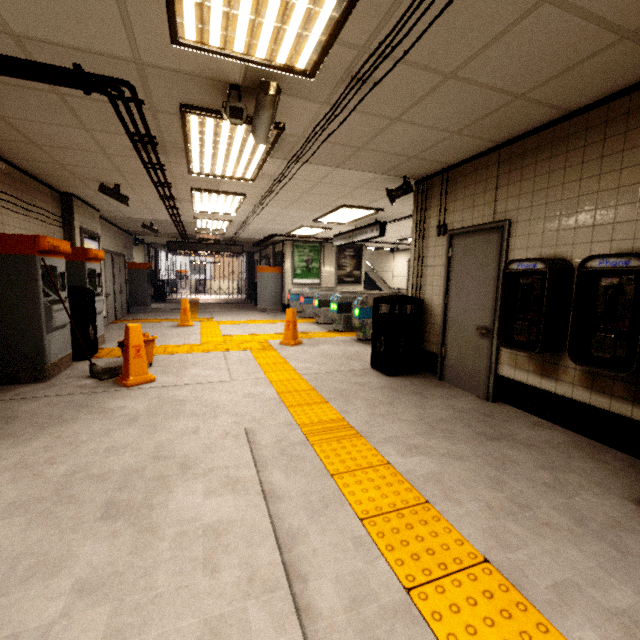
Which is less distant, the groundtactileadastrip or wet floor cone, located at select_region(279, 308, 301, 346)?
the groundtactileadastrip

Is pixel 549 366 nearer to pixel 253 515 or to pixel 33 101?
pixel 253 515

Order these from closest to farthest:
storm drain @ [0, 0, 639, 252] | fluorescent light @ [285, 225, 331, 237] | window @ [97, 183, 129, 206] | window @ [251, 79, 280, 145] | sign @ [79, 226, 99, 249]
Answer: storm drain @ [0, 0, 639, 252] < window @ [251, 79, 280, 145] < window @ [97, 183, 129, 206] < sign @ [79, 226, 99, 249] < fluorescent light @ [285, 225, 331, 237]

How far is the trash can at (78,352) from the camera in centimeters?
518cm

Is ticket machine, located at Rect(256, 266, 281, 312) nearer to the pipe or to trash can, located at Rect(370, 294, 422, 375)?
the pipe

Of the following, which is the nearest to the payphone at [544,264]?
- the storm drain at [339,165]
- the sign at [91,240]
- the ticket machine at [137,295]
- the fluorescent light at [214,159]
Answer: the storm drain at [339,165]

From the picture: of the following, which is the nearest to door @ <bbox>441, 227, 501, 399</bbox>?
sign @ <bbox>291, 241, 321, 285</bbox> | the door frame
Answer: the door frame

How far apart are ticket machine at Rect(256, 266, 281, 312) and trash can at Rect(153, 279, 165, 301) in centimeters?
703cm
